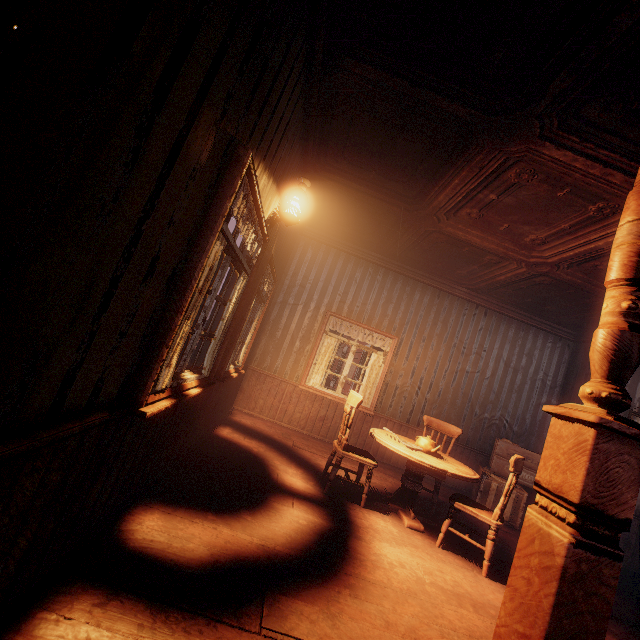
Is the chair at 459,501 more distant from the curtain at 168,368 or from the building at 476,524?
the curtain at 168,368

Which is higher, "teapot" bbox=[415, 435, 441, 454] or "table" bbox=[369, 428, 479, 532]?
"teapot" bbox=[415, 435, 441, 454]

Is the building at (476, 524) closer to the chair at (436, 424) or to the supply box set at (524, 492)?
the supply box set at (524, 492)

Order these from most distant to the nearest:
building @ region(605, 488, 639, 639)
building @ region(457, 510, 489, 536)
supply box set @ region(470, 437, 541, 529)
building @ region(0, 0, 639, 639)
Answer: supply box set @ region(470, 437, 541, 529) < building @ region(457, 510, 489, 536) < building @ region(605, 488, 639, 639) < building @ region(0, 0, 639, 639)

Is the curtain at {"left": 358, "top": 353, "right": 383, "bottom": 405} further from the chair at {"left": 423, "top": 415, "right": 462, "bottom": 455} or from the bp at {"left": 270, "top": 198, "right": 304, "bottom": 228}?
the bp at {"left": 270, "top": 198, "right": 304, "bottom": 228}

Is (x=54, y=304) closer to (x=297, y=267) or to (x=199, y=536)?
(x=199, y=536)

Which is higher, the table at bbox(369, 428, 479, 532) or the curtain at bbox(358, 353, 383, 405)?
the curtain at bbox(358, 353, 383, 405)

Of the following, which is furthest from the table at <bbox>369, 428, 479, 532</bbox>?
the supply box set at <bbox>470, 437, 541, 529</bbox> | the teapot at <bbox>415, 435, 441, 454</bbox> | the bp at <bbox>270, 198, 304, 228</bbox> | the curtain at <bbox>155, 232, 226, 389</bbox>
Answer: the bp at <bbox>270, 198, 304, 228</bbox>
